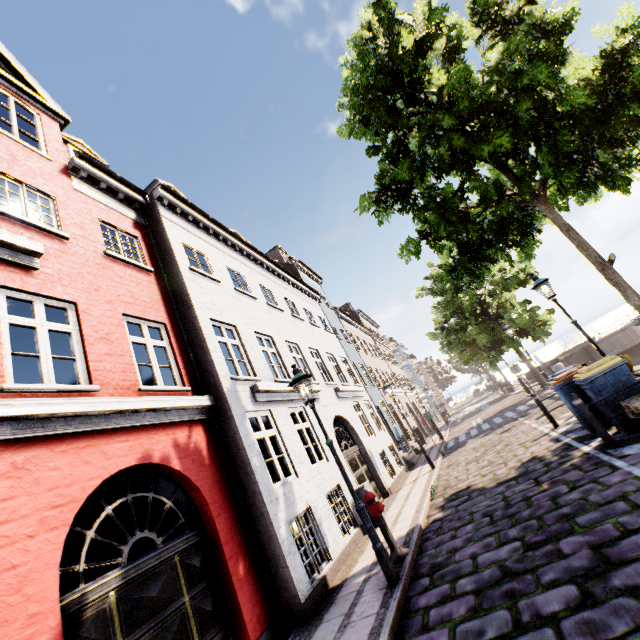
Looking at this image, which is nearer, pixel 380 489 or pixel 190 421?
pixel 190 421

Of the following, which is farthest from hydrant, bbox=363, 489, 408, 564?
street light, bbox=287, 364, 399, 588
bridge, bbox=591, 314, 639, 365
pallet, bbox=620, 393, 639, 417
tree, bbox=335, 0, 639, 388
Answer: bridge, bbox=591, 314, 639, 365

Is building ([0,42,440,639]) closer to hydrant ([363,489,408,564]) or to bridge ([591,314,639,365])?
bridge ([591,314,639,365])

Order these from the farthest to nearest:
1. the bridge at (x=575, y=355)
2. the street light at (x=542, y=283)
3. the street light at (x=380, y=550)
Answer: the bridge at (x=575, y=355) → the street light at (x=542, y=283) → the street light at (x=380, y=550)

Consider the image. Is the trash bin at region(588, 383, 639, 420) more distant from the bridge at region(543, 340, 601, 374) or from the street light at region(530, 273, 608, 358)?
the bridge at region(543, 340, 601, 374)

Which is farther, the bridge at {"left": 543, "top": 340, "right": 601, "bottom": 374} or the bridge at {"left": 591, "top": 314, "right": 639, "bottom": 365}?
the bridge at {"left": 543, "top": 340, "right": 601, "bottom": 374}

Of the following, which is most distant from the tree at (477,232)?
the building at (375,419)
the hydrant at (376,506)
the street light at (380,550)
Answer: the hydrant at (376,506)

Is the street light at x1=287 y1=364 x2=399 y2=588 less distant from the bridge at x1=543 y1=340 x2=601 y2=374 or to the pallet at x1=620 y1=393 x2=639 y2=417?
the pallet at x1=620 y1=393 x2=639 y2=417
